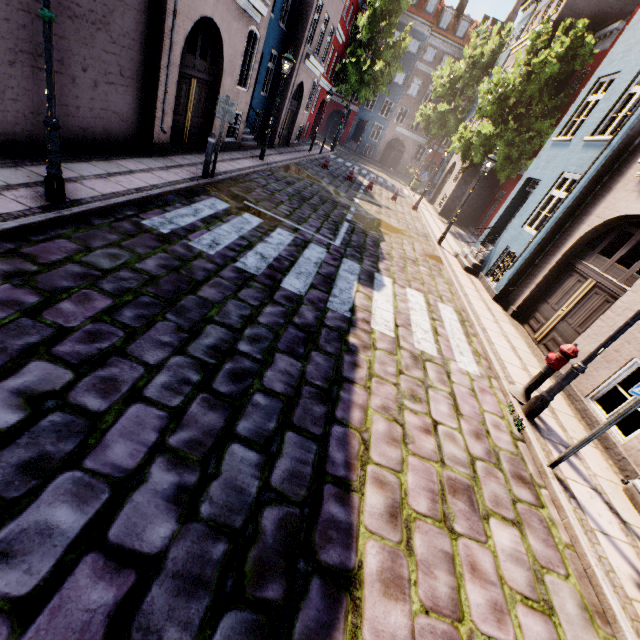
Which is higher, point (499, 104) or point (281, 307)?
point (499, 104)

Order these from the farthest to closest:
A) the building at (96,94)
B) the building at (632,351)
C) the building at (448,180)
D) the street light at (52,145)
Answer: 1. the building at (448,180)
2. the building at (96,94)
3. the building at (632,351)
4. the street light at (52,145)

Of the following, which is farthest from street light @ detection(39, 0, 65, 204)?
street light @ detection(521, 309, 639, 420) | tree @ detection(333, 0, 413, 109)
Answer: tree @ detection(333, 0, 413, 109)

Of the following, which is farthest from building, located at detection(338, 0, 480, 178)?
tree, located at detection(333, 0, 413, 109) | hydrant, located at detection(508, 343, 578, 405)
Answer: tree, located at detection(333, 0, 413, 109)

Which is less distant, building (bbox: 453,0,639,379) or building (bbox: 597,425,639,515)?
Result: building (bbox: 597,425,639,515)

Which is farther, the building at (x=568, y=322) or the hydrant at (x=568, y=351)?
the building at (x=568, y=322)
